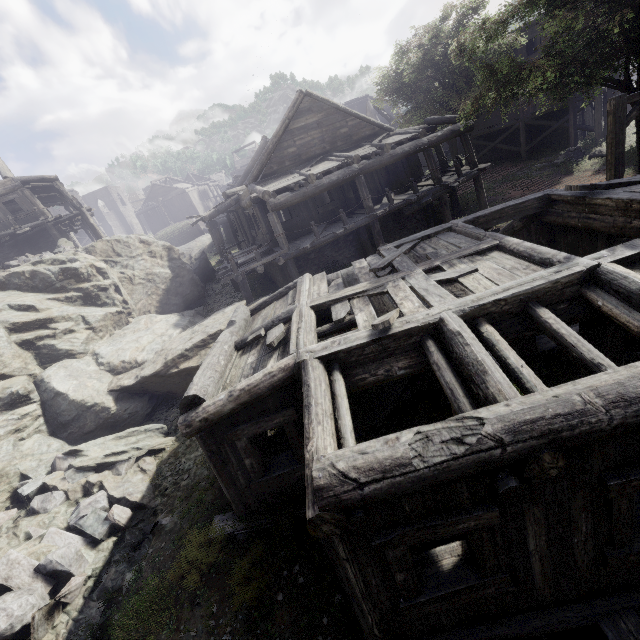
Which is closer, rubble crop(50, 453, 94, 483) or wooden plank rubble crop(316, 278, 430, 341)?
wooden plank rubble crop(316, 278, 430, 341)

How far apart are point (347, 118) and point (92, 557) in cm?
1913

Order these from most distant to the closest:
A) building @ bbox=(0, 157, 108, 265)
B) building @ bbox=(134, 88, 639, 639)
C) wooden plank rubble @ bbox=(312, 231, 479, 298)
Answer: building @ bbox=(0, 157, 108, 265) < wooden plank rubble @ bbox=(312, 231, 479, 298) < building @ bbox=(134, 88, 639, 639)

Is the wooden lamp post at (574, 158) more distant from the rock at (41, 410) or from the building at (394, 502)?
the rock at (41, 410)

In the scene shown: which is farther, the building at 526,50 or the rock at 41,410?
the building at 526,50

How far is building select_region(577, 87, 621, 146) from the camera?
22.0 meters

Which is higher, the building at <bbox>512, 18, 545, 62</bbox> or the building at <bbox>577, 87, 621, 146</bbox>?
the building at <bbox>512, 18, 545, 62</bbox>

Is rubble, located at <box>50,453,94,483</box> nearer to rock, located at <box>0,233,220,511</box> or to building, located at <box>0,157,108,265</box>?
rock, located at <box>0,233,220,511</box>
